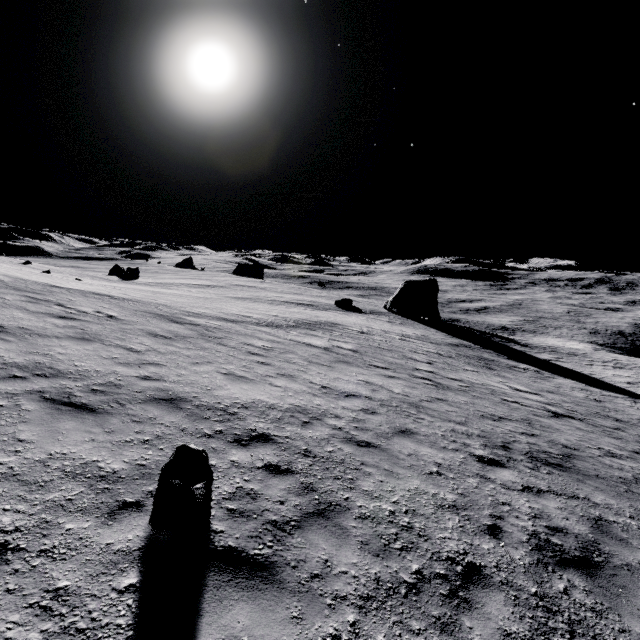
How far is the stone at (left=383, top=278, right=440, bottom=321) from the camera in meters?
46.0

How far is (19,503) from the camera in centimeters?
381cm

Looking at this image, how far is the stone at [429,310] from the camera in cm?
4597

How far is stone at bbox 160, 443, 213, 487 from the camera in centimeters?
458cm

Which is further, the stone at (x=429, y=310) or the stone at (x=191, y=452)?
the stone at (x=429, y=310)

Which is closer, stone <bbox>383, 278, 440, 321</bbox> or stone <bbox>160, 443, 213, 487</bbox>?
stone <bbox>160, 443, 213, 487</bbox>
